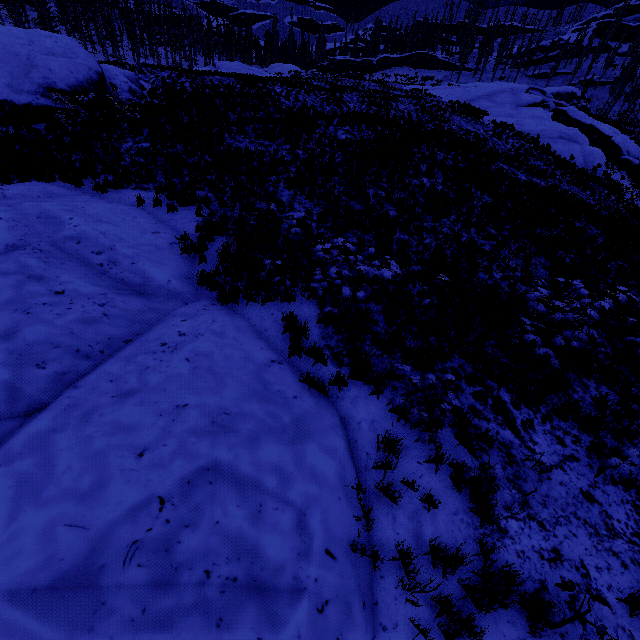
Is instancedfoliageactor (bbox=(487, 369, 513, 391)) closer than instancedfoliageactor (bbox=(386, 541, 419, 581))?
No

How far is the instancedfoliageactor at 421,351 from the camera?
6.0 meters

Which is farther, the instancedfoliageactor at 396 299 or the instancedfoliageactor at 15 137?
the instancedfoliageactor at 15 137

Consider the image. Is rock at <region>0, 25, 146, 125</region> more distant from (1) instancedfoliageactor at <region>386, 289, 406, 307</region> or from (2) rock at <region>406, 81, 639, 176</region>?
(2) rock at <region>406, 81, 639, 176</region>

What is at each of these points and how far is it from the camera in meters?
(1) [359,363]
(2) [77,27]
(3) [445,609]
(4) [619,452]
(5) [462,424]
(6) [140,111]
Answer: (1) instancedfoliageactor, 5.7 m
(2) instancedfoliageactor, 51.4 m
(3) instancedfoliageactor, 3.5 m
(4) instancedfoliageactor, 4.7 m
(5) instancedfoliageactor, 5.2 m
(6) instancedfoliageactor, 15.5 m

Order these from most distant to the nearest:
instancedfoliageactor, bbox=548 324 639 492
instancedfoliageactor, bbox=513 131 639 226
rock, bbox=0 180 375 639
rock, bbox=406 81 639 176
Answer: rock, bbox=406 81 639 176 → instancedfoliageactor, bbox=513 131 639 226 → instancedfoliageactor, bbox=548 324 639 492 → rock, bbox=0 180 375 639
